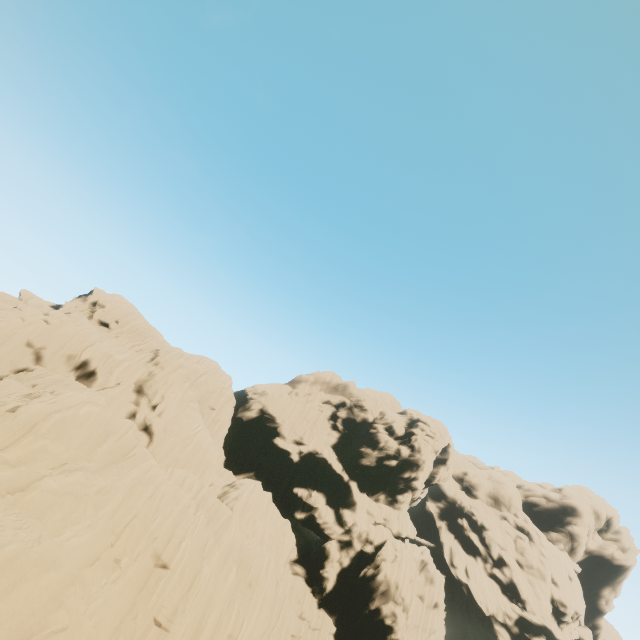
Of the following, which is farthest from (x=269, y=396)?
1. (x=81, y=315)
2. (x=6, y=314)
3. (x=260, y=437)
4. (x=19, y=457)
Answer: (x=19, y=457)
